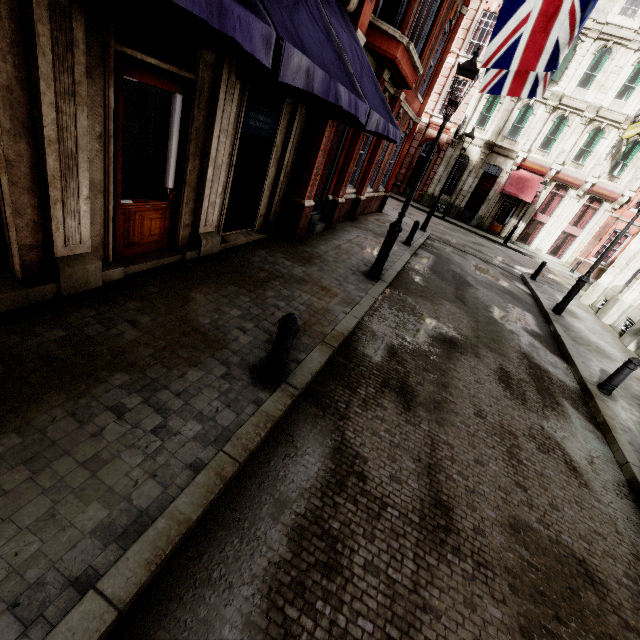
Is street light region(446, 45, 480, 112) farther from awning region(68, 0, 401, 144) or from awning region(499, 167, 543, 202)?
awning region(499, 167, 543, 202)

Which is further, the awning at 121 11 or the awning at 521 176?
the awning at 521 176

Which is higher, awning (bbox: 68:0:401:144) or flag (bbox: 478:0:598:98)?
flag (bbox: 478:0:598:98)

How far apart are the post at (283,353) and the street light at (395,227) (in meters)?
4.72

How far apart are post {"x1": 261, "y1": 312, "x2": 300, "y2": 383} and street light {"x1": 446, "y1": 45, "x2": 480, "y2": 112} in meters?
4.7

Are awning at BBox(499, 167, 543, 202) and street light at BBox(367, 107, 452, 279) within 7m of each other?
no

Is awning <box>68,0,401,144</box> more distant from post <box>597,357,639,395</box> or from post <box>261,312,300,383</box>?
post <box>597,357,639,395</box>

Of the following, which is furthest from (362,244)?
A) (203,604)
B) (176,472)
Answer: (203,604)
